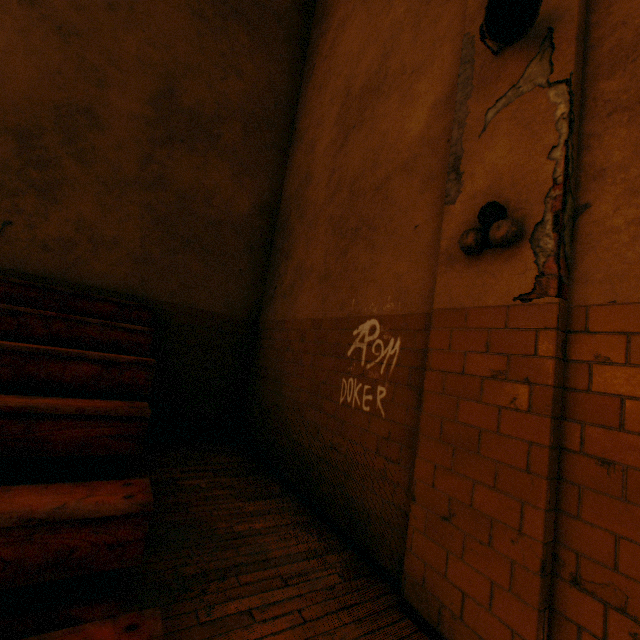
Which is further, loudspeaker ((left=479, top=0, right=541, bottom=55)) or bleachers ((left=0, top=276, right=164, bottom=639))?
loudspeaker ((left=479, top=0, right=541, bottom=55))

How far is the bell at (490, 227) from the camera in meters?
1.9

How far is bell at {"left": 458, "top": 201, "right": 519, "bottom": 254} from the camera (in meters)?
1.87

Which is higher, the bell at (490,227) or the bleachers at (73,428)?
the bell at (490,227)

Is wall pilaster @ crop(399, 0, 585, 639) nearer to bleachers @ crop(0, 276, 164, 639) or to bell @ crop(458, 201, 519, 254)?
bell @ crop(458, 201, 519, 254)

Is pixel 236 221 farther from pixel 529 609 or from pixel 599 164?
pixel 529 609

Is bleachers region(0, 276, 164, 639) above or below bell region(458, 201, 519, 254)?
below

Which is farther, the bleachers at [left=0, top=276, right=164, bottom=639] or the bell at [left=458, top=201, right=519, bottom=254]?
the bell at [left=458, top=201, right=519, bottom=254]
